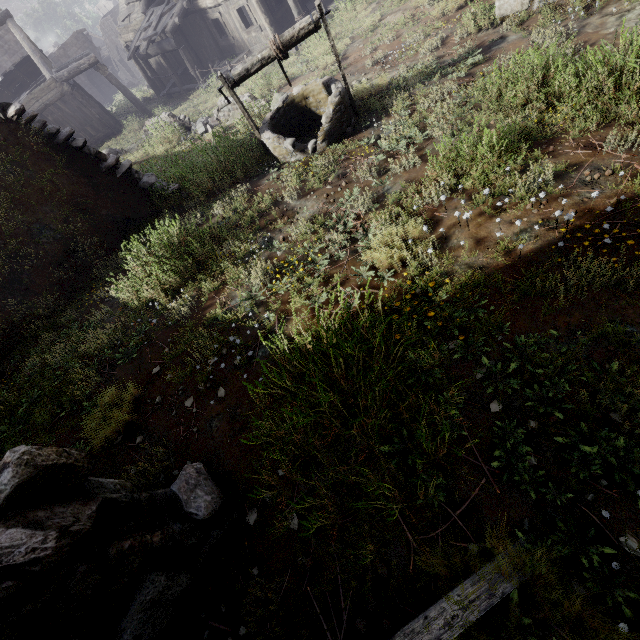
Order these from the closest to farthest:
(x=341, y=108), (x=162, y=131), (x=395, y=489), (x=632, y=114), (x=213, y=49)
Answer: (x=395, y=489) → (x=632, y=114) → (x=341, y=108) → (x=162, y=131) → (x=213, y=49)

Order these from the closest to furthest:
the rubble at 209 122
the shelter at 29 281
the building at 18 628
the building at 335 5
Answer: the building at 18 628
the shelter at 29 281
the rubble at 209 122
the building at 335 5

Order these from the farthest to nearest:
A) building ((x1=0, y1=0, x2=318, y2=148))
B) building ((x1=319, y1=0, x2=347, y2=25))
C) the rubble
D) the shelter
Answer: building ((x1=0, y1=0, x2=318, y2=148)) < building ((x1=319, y1=0, x2=347, y2=25)) < the rubble < the shelter

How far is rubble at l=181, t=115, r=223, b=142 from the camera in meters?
11.4

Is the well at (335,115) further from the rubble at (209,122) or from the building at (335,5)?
the rubble at (209,122)

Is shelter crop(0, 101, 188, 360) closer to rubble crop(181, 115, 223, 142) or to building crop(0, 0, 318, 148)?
building crop(0, 0, 318, 148)

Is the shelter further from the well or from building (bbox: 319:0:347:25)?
the well

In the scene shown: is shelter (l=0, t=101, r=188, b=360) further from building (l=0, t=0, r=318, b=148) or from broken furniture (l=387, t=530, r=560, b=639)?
broken furniture (l=387, t=530, r=560, b=639)
